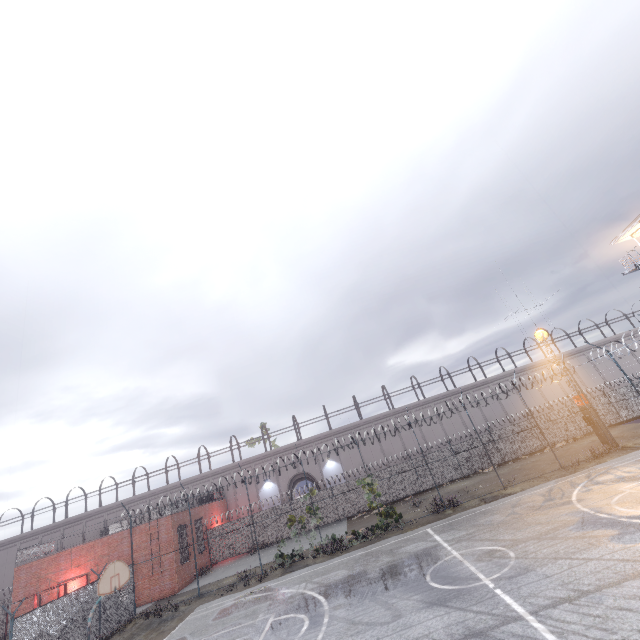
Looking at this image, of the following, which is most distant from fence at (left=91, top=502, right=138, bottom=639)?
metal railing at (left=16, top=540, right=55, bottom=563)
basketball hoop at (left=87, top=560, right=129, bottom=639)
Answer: basketball hoop at (left=87, top=560, right=129, bottom=639)

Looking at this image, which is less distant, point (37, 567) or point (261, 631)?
point (261, 631)

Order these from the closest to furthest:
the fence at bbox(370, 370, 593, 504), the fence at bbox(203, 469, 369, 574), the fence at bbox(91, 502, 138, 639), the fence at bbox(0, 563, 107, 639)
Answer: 1. the fence at bbox(0, 563, 107, 639)
2. the fence at bbox(91, 502, 138, 639)
3. the fence at bbox(203, 469, 369, 574)
4. the fence at bbox(370, 370, 593, 504)

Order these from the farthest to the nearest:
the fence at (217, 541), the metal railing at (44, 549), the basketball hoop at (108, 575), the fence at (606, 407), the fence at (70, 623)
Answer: the metal railing at (44, 549), the fence at (217, 541), the fence at (606, 407), the fence at (70, 623), the basketball hoop at (108, 575)

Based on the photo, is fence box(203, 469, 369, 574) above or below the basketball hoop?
below

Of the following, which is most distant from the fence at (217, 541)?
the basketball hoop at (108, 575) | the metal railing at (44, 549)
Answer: the basketball hoop at (108, 575)
